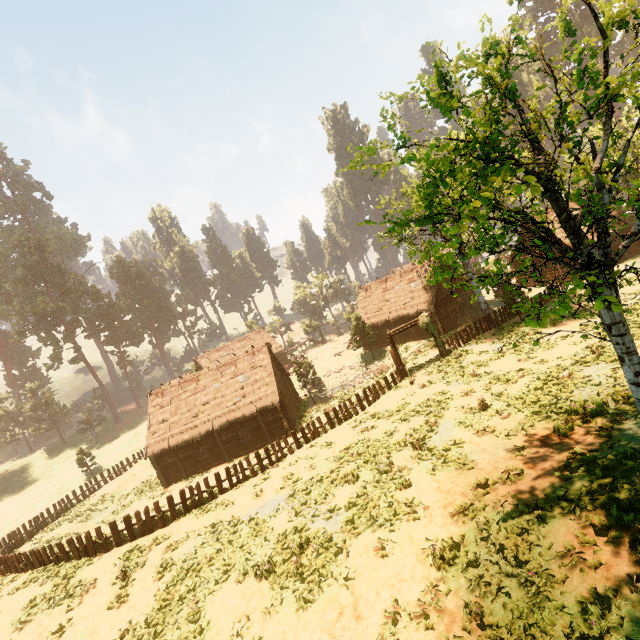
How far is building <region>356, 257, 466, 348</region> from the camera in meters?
33.8 m

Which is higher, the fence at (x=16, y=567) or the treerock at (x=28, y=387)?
the treerock at (x=28, y=387)

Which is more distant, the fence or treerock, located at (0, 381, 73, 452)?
treerock, located at (0, 381, 73, 452)

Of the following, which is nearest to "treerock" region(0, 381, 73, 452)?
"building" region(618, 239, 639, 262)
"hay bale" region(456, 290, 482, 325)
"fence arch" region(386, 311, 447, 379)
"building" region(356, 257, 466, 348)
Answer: "building" region(356, 257, 466, 348)

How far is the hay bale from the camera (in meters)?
31.00

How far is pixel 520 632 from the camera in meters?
5.9

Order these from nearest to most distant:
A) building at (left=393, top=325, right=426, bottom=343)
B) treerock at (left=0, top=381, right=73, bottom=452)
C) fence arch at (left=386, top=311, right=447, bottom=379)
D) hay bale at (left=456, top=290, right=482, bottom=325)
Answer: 1. fence arch at (left=386, top=311, right=447, bottom=379)
2. hay bale at (left=456, top=290, right=482, bottom=325)
3. building at (left=393, top=325, right=426, bottom=343)
4. treerock at (left=0, top=381, right=73, bottom=452)

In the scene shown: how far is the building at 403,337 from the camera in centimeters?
3553cm
